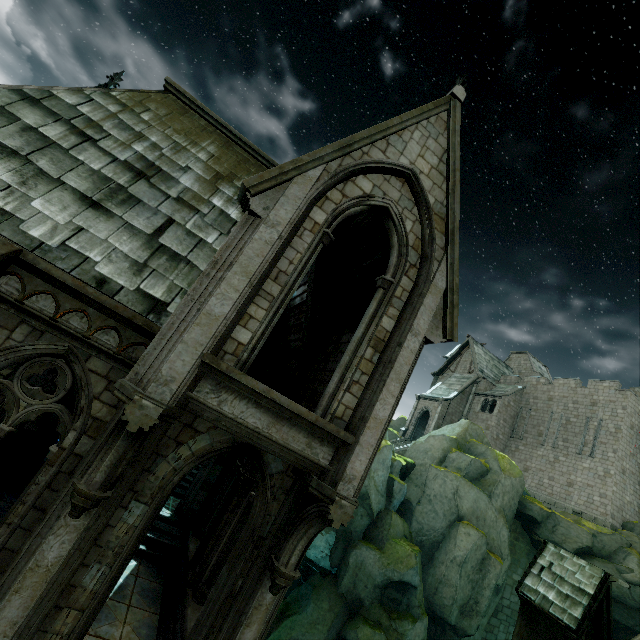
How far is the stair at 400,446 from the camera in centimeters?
3451cm

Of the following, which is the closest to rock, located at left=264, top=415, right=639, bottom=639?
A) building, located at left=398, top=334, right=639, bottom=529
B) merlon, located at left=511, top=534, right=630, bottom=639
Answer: building, located at left=398, top=334, right=639, bottom=529

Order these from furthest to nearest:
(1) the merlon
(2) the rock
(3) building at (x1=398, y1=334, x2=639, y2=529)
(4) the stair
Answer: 1. (4) the stair
2. (3) building at (x1=398, y1=334, x2=639, y2=529)
3. (2) the rock
4. (1) the merlon

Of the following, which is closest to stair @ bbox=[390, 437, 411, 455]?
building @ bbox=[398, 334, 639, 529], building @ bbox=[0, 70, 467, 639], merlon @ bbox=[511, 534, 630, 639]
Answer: building @ bbox=[398, 334, 639, 529]

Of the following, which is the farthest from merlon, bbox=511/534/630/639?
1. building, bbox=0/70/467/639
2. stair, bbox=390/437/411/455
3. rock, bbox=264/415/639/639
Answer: stair, bbox=390/437/411/455

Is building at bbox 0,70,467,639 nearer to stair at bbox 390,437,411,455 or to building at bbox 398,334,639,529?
stair at bbox 390,437,411,455

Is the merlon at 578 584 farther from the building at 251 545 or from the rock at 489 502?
the rock at 489 502

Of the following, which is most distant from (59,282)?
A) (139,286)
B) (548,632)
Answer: (548,632)
